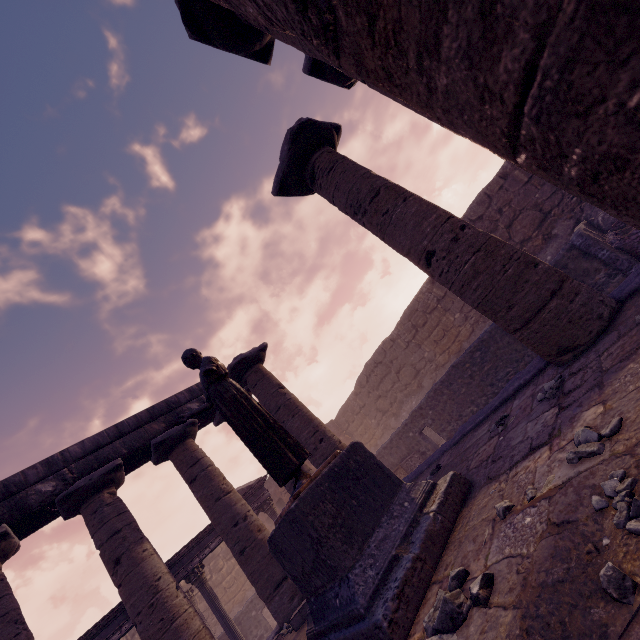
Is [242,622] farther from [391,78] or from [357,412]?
[391,78]

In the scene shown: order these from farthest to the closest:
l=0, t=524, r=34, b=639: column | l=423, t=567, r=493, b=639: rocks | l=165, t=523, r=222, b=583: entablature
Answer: l=165, t=523, r=222, b=583: entablature, l=0, t=524, r=34, b=639: column, l=423, t=567, r=493, b=639: rocks

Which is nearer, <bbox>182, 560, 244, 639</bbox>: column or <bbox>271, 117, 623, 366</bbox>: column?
<bbox>271, 117, 623, 366</bbox>: column

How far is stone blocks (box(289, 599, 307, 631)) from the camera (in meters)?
6.08

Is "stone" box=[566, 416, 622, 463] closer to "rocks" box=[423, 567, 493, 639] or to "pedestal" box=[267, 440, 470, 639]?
"rocks" box=[423, 567, 493, 639]

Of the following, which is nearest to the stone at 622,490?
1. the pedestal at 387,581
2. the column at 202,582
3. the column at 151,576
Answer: the pedestal at 387,581

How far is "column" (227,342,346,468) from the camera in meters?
8.4

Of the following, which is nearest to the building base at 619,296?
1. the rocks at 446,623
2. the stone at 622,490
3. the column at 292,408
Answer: the stone at 622,490
